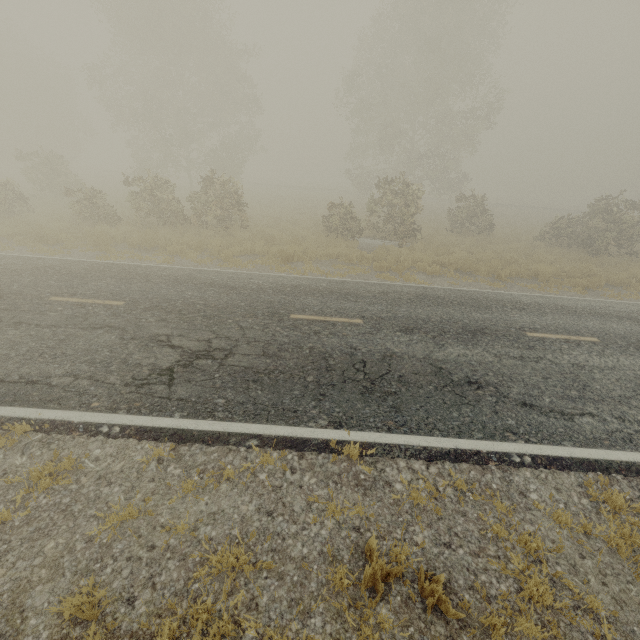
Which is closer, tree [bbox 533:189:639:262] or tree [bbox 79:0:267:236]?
tree [bbox 79:0:267:236]

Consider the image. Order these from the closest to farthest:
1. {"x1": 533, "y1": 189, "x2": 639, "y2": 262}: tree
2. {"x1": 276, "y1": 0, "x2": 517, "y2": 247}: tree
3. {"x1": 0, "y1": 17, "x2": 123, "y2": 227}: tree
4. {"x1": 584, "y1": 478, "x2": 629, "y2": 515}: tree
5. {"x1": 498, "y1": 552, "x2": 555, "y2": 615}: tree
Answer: {"x1": 498, "y1": 552, "x2": 555, "y2": 615}: tree, {"x1": 584, "y1": 478, "x2": 629, "y2": 515}: tree, {"x1": 0, "y1": 17, "x2": 123, "y2": 227}: tree, {"x1": 533, "y1": 189, "x2": 639, "y2": 262}: tree, {"x1": 276, "y1": 0, "x2": 517, "y2": 247}: tree

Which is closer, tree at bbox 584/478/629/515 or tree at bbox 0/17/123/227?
tree at bbox 584/478/629/515

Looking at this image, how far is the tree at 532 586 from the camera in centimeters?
303cm

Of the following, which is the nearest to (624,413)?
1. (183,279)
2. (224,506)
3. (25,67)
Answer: (224,506)

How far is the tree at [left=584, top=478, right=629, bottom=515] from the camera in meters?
4.0
